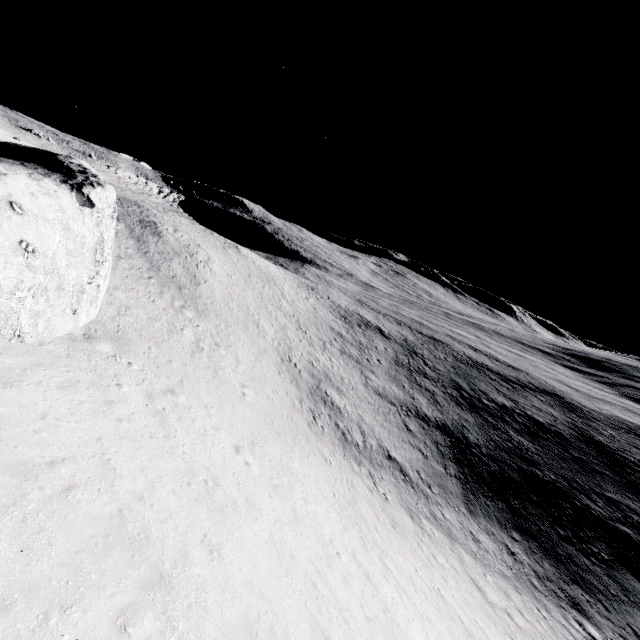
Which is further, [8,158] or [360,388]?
[360,388]
